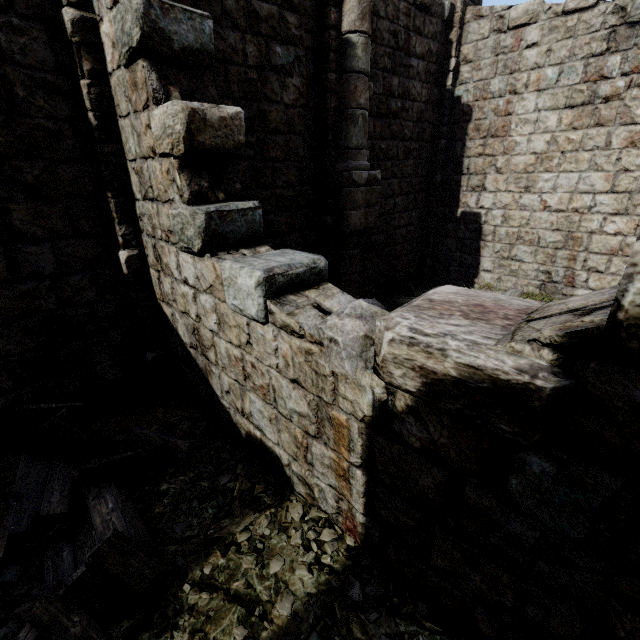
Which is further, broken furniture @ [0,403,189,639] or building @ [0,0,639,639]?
broken furniture @ [0,403,189,639]

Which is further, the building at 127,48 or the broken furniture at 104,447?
the broken furniture at 104,447

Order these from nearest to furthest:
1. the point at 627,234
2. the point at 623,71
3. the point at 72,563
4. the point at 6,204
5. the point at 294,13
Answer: the point at 72,563 < the point at 6,204 < the point at 294,13 < the point at 623,71 < the point at 627,234
